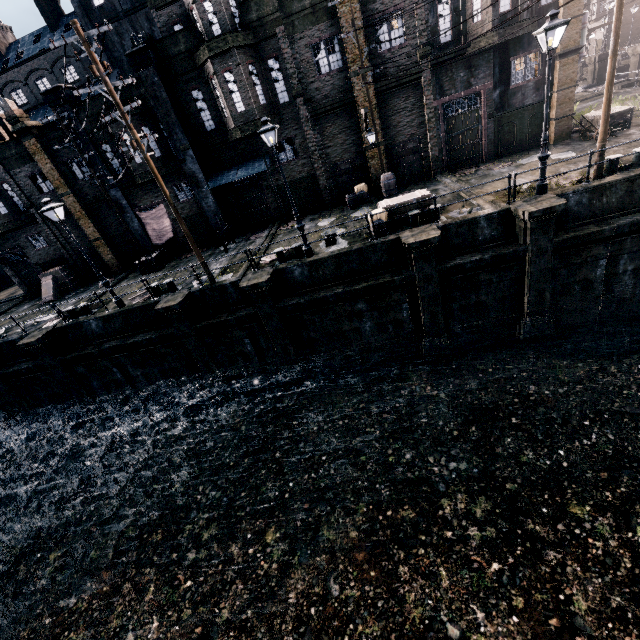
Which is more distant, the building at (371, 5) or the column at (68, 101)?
the column at (68, 101)

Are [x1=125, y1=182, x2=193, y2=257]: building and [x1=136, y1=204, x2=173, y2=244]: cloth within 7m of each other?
yes

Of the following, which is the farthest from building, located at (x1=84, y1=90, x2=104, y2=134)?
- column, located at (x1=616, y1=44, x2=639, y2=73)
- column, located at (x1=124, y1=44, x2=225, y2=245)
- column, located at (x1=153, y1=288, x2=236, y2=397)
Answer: column, located at (x1=616, y1=44, x2=639, y2=73)

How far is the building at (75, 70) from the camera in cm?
4178

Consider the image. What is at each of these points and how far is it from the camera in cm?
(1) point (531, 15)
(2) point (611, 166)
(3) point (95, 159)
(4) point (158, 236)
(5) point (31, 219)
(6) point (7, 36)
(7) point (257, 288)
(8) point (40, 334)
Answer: (1) building, 1711
(2) bollard, 1320
(3) column, 2114
(4) cloth, 2405
(5) cornice, 2362
(6) chimney, 4572
(7) column, 1475
(8) column, 1766

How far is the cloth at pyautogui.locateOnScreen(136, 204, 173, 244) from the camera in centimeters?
2308cm

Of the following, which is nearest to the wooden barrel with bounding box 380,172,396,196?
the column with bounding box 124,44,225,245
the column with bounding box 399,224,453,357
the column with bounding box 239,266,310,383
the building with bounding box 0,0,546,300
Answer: the building with bounding box 0,0,546,300

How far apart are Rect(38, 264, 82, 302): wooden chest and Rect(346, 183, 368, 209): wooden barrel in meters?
22.4 m
